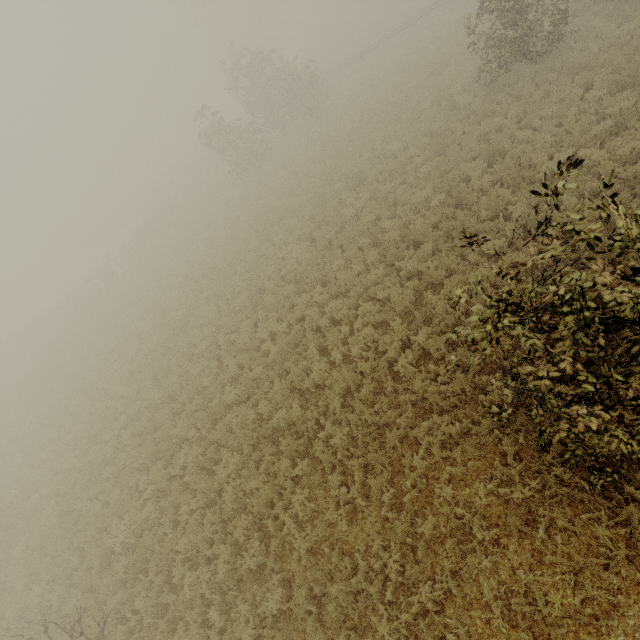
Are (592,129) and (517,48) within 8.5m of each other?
yes
